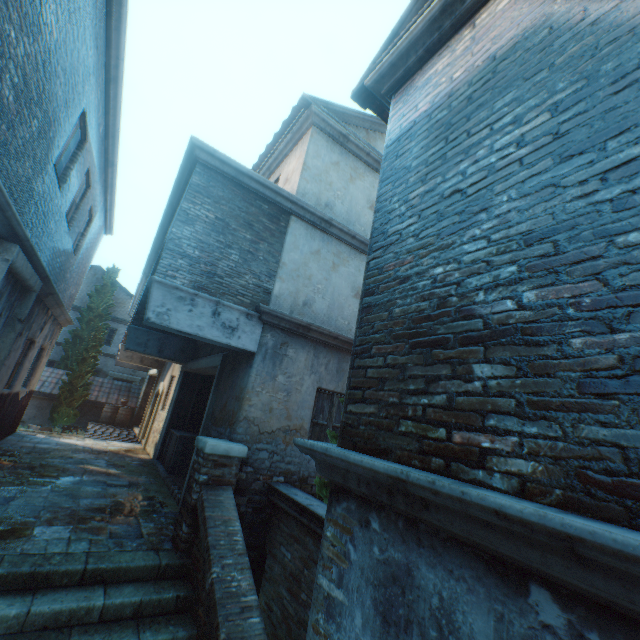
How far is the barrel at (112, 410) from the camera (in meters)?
17.11

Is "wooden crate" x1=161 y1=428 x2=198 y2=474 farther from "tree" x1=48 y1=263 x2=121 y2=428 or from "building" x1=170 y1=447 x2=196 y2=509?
"tree" x1=48 y1=263 x2=121 y2=428

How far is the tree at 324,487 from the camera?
5.4 meters

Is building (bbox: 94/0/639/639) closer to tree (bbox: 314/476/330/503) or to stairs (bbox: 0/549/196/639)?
stairs (bbox: 0/549/196/639)

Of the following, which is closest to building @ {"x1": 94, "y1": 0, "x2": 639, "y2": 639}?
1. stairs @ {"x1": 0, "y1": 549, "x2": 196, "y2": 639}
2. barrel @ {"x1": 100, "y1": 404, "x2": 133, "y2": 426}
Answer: stairs @ {"x1": 0, "y1": 549, "x2": 196, "y2": 639}

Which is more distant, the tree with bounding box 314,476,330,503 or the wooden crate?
the wooden crate

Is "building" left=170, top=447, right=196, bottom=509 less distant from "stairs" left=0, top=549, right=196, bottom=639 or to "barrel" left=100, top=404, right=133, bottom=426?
"stairs" left=0, top=549, right=196, bottom=639

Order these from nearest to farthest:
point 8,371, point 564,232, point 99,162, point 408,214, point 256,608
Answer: point 564,232 < point 408,214 < point 256,608 < point 8,371 < point 99,162
